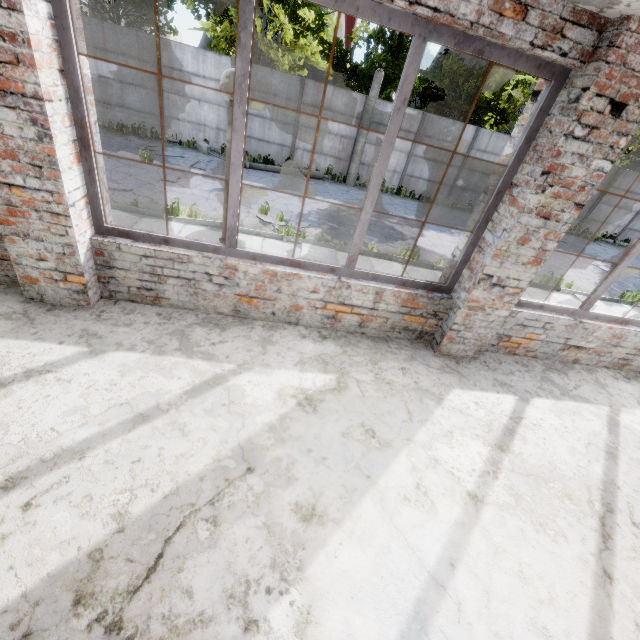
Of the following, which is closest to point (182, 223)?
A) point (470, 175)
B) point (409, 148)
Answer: point (409, 148)

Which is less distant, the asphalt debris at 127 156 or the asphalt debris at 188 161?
the asphalt debris at 127 156

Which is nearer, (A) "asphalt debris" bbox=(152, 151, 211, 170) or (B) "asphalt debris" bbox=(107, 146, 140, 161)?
(B) "asphalt debris" bbox=(107, 146, 140, 161)

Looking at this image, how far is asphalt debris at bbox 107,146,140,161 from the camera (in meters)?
11.19

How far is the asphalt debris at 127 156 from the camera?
11.19m
